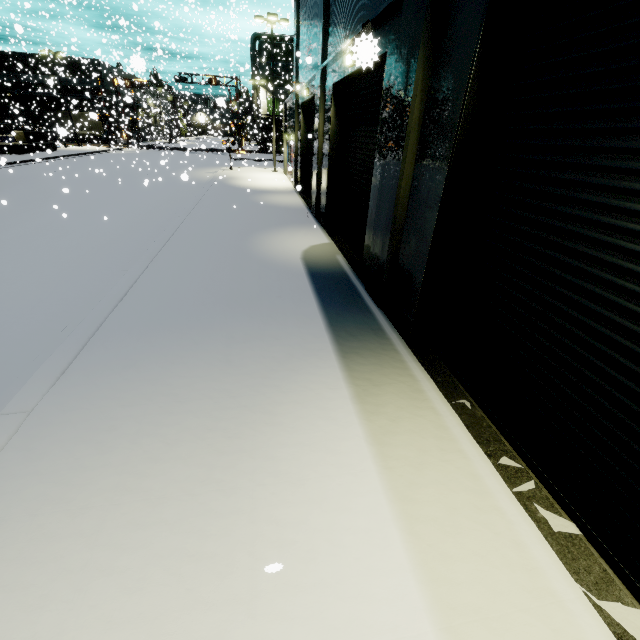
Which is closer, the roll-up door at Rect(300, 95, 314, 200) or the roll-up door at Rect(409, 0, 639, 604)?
the roll-up door at Rect(409, 0, 639, 604)

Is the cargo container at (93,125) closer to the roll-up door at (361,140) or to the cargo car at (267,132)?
the cargo car at (267,132)

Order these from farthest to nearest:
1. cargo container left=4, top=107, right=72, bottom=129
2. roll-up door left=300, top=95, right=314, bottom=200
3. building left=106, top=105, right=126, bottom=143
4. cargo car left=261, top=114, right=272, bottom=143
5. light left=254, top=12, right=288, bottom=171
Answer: cargo car left=261, top=114, right=272, bottom=143 < building left=106, top=105, right=126, bottom=143 < cargo container left=4, top=107, right=72, bottom=129 < light left=254, top=12, right=288, bottom=171 < roll-up door left=300, top=95, right=314, bottom=200

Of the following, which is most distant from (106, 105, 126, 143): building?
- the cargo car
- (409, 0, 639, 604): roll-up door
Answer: the cargo car

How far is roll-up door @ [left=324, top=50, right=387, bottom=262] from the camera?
7.65m

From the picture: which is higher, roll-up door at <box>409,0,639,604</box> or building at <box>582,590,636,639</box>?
roll-up door at <box>409,0,639,604</box>

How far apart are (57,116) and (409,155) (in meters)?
62.29

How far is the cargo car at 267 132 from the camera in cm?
4814
